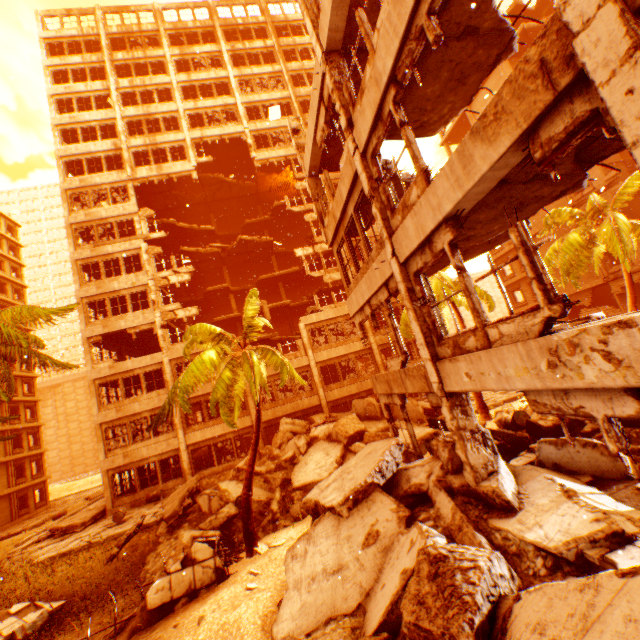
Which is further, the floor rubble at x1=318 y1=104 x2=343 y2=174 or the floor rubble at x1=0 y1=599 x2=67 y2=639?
the floor rubble at x1=318 y1=104 x2=343 y2=174

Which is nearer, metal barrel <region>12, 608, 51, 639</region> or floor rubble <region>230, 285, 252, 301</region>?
metal barrel <region>12, 608, 51, 639</region>

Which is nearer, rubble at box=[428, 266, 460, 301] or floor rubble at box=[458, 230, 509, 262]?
floor rubble at box=[458, 230, 509, 262]

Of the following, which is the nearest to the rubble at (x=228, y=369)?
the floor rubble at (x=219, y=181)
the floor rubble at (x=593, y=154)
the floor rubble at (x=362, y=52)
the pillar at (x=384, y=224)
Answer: the floor rubble at (x=219, y=181)

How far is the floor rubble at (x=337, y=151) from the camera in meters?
11.0

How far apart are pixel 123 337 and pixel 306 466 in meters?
18.8

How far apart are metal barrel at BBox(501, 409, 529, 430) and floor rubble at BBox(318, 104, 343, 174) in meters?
11.0

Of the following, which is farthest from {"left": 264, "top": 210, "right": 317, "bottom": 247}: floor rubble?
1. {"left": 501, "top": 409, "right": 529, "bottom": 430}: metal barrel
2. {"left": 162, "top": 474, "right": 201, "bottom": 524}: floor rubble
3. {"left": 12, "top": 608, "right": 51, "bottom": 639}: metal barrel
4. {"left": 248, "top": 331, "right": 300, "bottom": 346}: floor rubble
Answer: {"left": 501, "top": 409, "right": 529, "bottom": 430}: metal barrel
